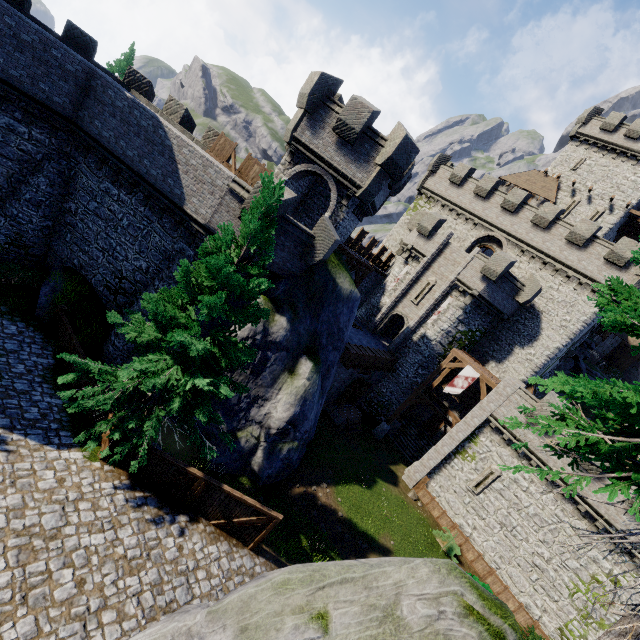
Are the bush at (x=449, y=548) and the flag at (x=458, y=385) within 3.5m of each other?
no

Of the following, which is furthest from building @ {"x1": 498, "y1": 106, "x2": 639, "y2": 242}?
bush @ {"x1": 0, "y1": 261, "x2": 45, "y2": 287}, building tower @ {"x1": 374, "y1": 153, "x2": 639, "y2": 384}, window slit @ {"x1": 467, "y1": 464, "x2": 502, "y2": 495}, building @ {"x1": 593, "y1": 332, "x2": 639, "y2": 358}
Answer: bush @ {"x1": 0, "y1": 261, "x2": 45, "y2": 287}

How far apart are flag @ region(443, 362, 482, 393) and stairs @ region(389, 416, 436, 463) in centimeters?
699cm

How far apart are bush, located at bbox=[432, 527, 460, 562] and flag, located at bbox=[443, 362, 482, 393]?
8.74m

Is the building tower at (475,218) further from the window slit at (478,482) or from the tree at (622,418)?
the tree at (622,418)

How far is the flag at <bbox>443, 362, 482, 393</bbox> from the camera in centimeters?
2334cm

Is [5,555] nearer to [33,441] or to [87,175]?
[33,441]

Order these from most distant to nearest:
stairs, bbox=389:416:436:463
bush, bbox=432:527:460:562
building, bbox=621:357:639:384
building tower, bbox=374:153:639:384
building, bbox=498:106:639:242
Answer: building, bbox=621:357:639:384, building, bbox=498:106:639:242, stairs, bbox=389:416:436:463, building tower, bbox=374:153:639:384, bush, bbox=432:527:460:562
